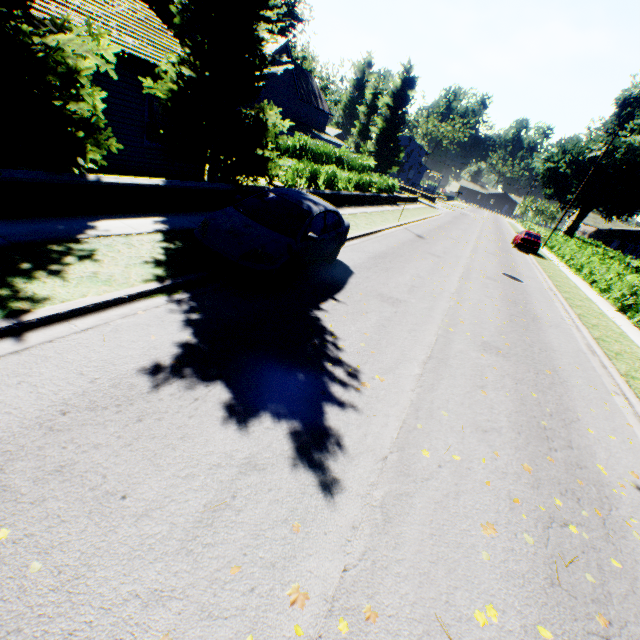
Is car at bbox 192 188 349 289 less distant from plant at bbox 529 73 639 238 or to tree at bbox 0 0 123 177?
tree at bbox 0 0 123 177

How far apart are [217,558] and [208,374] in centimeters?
210cm

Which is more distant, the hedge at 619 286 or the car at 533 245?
the car at 533 245

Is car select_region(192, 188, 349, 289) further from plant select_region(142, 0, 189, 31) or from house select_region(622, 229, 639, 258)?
house select_region(622, 229, 639, 258)

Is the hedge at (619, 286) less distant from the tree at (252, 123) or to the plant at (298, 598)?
the tree at (252, 123)

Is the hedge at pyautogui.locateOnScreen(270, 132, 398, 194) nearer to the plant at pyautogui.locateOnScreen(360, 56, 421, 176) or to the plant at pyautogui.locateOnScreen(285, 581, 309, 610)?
the plant at pyautogui.locateOnScreen(360, 56, 421, 176)

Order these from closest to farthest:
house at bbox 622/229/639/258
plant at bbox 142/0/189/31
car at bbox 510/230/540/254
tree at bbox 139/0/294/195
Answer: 1. tree at bbox 139/0/294/195
2. car at bbox 510/230/540/254
3. plant at bbox 142/0/189/31
4. house at bbox 622/229/639/258

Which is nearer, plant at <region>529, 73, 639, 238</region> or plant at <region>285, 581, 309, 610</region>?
plant at <region>285, 581, 309, 610</region>
